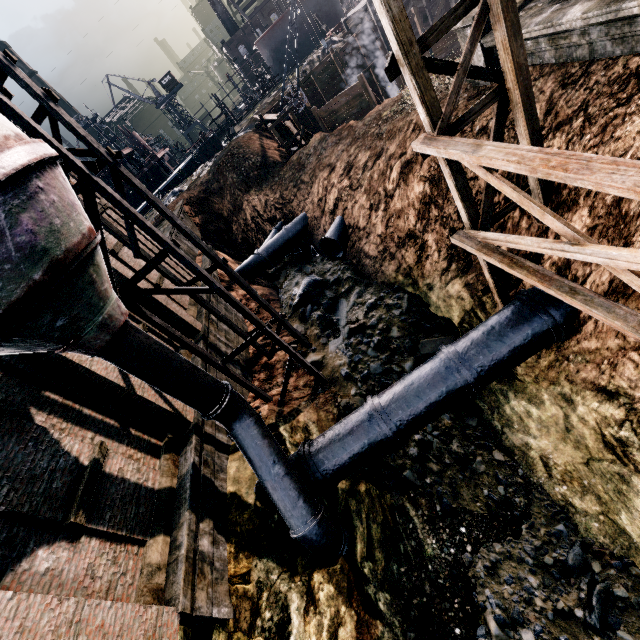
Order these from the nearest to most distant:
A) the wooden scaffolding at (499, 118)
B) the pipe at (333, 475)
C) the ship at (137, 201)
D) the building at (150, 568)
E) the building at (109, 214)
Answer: the wooden scaffolding at (499, 118) < the building at (150, 568) < the pipe at (333, 475) < the building at (109, 214) < the ship at (137, 201)

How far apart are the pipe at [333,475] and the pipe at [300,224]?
16.57m

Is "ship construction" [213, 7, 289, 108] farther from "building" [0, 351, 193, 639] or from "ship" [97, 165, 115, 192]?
"building" [0, 351, 193, 639]

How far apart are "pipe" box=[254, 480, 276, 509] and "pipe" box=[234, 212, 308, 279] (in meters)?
16.57

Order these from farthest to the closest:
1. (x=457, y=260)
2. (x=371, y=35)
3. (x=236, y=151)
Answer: (x=371, y=35)
(x=236, y=151)
(x=457, y=260)

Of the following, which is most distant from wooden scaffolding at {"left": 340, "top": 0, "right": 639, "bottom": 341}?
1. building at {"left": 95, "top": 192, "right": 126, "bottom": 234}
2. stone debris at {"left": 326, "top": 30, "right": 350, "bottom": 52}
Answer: stone debris at {"left": 326, "top": 30, "right": 350, "bottom": 52}

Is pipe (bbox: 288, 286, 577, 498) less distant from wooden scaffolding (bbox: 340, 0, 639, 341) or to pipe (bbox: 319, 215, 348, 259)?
wooden scaffolding (bbox: 340, 0, 639, 341)
